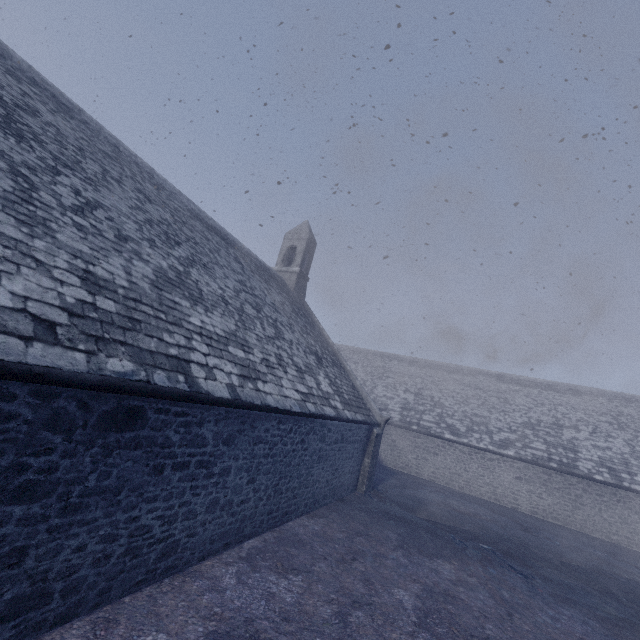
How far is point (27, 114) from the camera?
6.3m
